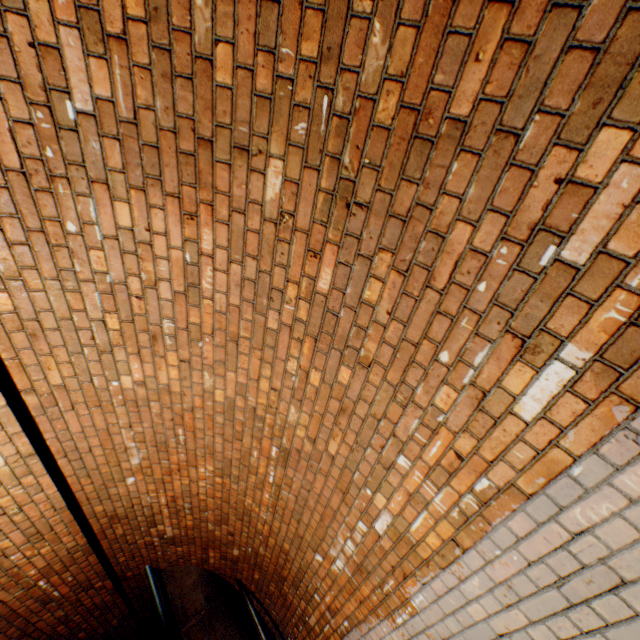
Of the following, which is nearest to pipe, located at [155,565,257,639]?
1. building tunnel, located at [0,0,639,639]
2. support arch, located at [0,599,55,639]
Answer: building tunnel, located at [0,0,639,639]

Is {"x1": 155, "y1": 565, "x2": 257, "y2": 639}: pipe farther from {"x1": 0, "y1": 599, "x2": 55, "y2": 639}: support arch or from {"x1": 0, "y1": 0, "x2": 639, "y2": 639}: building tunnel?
{"x1": 0, "y1": 599, "x2": 55, "y2": 639}: support arch

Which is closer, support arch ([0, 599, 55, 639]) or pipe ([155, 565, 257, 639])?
support arch ([0, 599, 55, 639])

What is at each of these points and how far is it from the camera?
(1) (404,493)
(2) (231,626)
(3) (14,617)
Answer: (1) building tunnel, 2.0m
(2) pipe, 4.7m
(3) support arch, 3.8m

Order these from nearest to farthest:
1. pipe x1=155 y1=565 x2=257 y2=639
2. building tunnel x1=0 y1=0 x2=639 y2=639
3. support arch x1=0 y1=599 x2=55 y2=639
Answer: building tunnel x1=0 y1=0 x2=639 y2=639 → support arch x1=0 y1=599 x2=55 y2=639 → pipe x1=155 y1=565 x2=257 y2=639

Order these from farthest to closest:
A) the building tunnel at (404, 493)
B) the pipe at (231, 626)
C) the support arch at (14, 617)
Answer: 1. the pipe at (231, 626)
2. the support arch at (14, 617)
3. the building tunnel at (404, 493)

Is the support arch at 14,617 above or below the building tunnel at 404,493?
above
